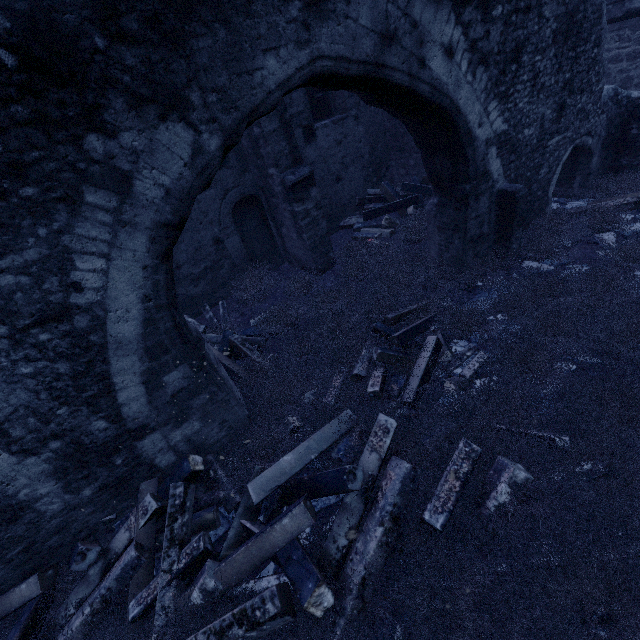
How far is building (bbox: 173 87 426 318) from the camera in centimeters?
638cm

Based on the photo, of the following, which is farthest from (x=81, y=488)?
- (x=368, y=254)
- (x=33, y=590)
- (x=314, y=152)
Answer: (x=314, y=152)

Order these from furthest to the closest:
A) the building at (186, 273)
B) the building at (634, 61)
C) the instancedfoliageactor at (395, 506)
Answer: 1. the building at (634, 61)
2. the building at (186, 273)
3. the instancedfoliageactor at (395, 506)

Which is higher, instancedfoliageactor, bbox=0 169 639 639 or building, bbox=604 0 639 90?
building, bbox=604 0 639 90

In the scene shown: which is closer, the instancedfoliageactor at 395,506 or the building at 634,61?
the instancedfoliageactor at 395,506

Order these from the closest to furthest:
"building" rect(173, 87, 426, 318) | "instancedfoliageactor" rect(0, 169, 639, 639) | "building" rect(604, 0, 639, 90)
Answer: "instancedfoliageactor" rect(0, 169, 639, 639) < "building" rect(173, 87, 426, 318) < "building" rect(604, 0, 639, 90)

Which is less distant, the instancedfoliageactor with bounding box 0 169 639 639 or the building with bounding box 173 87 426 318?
the instancedfoliageactor with bounding box 0 169 639 639
